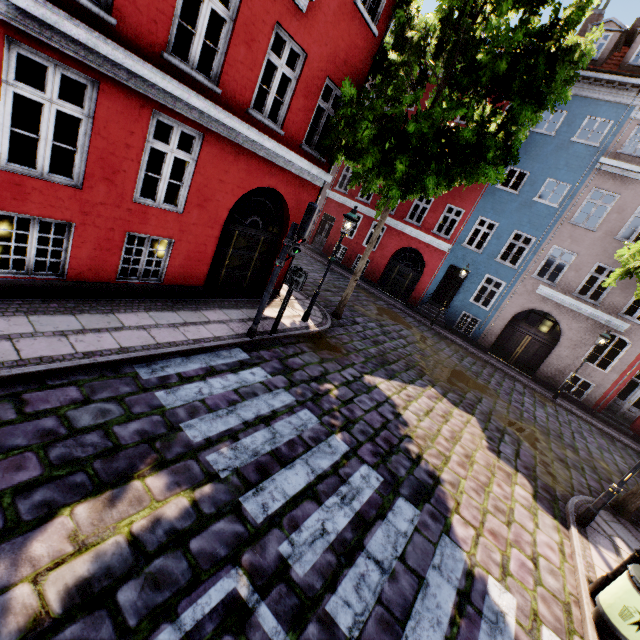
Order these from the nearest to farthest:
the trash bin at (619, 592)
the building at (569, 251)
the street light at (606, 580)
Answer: the trash bin at (619, 592)
the street light at (606, 580)
the building at (569, 251)

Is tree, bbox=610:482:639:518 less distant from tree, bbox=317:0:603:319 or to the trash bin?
tree, bbox=317:0:603:319

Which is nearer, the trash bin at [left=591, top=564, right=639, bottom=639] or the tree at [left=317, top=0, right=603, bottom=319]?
the trash bin at [left=591, top=564, right=639, bottom=639]

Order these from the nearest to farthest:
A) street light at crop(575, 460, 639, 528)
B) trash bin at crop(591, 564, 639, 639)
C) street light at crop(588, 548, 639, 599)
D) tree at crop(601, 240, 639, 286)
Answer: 1. trash bin at crop(591, 564, 639, 639)
2. street light at crop(588, 548, 639, 599)
3. street light at crop(575, 460, 639, 528)
4. tree at crop(601, 240, 639, 286)

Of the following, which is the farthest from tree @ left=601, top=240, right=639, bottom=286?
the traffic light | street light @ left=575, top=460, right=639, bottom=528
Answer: the traffic light

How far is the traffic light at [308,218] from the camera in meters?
6.7 m

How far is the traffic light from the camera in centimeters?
671cm

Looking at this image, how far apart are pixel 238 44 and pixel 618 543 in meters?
13.0 m
